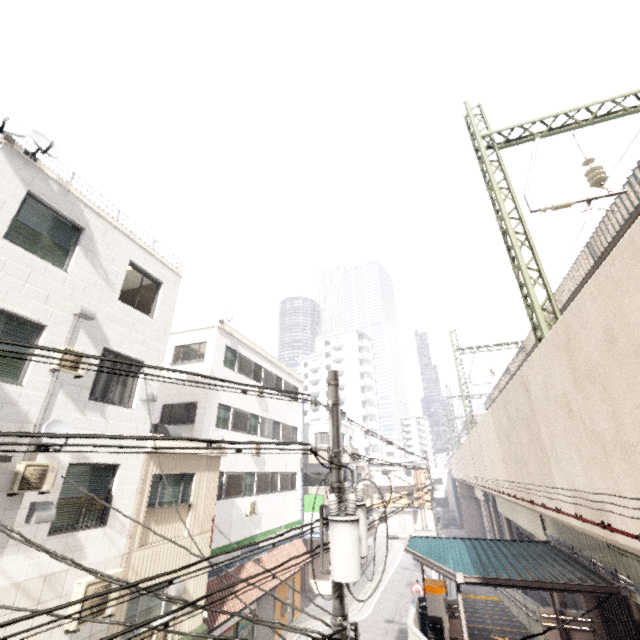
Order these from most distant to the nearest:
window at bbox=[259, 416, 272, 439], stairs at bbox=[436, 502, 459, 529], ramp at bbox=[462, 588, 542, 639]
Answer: stairs at bbox=[436, 502, 459, 529]
window at bbox=[259, 416, 272, 439]
ramp at bbox=[462, 588, 542, 639]

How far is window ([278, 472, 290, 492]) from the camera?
20.1 meters

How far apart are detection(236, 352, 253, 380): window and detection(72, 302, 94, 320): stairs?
9.00m

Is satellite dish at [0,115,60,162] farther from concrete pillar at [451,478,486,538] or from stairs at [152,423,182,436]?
concrete pillar at [451,478,486,538]

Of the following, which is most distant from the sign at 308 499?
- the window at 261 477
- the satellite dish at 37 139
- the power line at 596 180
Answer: the satellite dish at 37 139

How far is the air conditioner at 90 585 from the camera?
7.36m

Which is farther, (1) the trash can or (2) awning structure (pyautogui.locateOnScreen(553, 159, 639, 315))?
(1) the trash can

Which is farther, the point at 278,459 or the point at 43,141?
the point at 278,459
